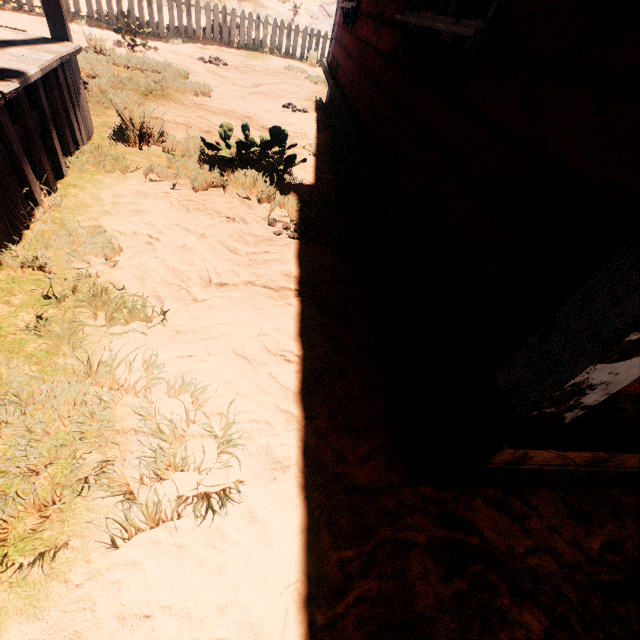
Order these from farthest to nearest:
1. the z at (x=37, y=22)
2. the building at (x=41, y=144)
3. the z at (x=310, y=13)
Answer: the z at (x=310, y=13) → the z at (x=37, y=22) → the building at (x=41, y=144)

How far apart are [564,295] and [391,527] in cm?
135

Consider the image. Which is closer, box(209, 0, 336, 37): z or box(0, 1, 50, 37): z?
box(0, 1, 50, 37): z

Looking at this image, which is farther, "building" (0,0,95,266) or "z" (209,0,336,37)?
"z" (209,0,336,37)

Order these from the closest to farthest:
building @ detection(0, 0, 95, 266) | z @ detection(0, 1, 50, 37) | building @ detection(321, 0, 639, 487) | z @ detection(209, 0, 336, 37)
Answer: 1. building @ detection(321, 0, 639, 487)
2. building @ detection(0, 0, 95, 266)
3. z @ detection(0, 1, 50, 37)
4. z @ detection(209, 0, 336, 37)

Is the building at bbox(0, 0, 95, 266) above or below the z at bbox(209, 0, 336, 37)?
below

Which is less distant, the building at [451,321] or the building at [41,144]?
the building at [451,321]
